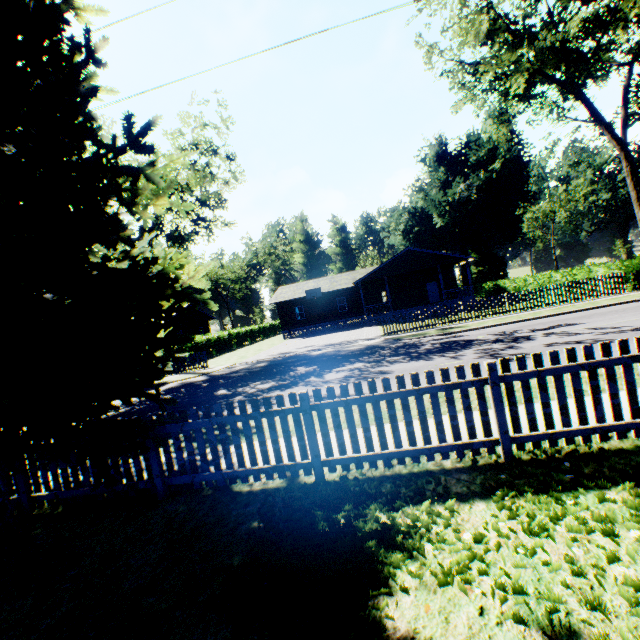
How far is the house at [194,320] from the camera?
39.1 meters

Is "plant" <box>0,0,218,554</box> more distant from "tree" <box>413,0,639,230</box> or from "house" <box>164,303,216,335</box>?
"house" <box>164,303,216,335</box>

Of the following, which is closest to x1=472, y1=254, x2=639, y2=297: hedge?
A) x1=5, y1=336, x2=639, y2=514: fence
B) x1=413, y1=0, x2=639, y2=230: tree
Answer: x1=413, y1=0, x2=639, y2=230: tree

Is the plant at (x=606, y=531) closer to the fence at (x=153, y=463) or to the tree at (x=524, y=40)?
the fence at (x=153, y=463)

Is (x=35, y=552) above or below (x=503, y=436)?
below

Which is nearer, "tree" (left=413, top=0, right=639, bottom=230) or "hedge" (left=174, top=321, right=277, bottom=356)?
"tree" (left=413, top=0, right=639, bottom=230)

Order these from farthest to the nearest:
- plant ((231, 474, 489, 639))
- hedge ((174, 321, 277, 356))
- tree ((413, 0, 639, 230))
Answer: hedge ((174, 321, 277, 356)), tree ((413, 0, 639, 230)), plant ((231, 474, 489, 639))

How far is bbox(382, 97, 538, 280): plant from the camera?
38.16m
